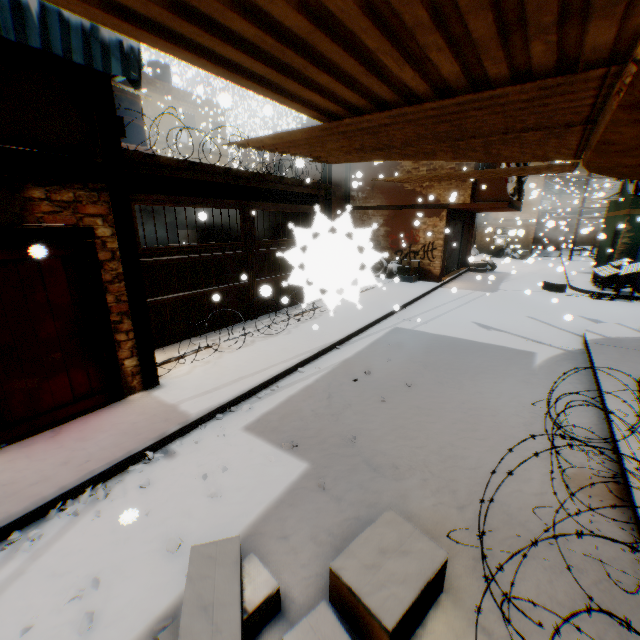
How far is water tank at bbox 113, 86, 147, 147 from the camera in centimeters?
845cm

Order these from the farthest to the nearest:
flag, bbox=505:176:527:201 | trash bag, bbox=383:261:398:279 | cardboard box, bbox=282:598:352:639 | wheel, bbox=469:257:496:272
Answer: wheel, bbox=469:257:496:272, trash bag, bbox=383:261:398:279, flag, bbox=505:176:527:201, cardboard box, bbox=282:598:352:639

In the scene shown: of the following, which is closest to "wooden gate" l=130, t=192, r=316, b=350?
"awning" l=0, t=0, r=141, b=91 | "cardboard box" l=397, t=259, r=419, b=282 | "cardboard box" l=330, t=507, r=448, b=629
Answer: "cardboard box" l=397, t=259, r=419, b=282

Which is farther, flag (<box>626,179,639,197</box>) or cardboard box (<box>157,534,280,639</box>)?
flag (<box>626,179,639,197</box>)

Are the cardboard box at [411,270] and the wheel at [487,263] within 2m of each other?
no

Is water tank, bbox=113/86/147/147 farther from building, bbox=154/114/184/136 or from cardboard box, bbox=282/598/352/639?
cardboard box, bbox=282/598/352/639

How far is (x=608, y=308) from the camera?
10.9 meters

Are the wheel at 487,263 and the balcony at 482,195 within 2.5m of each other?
yes
